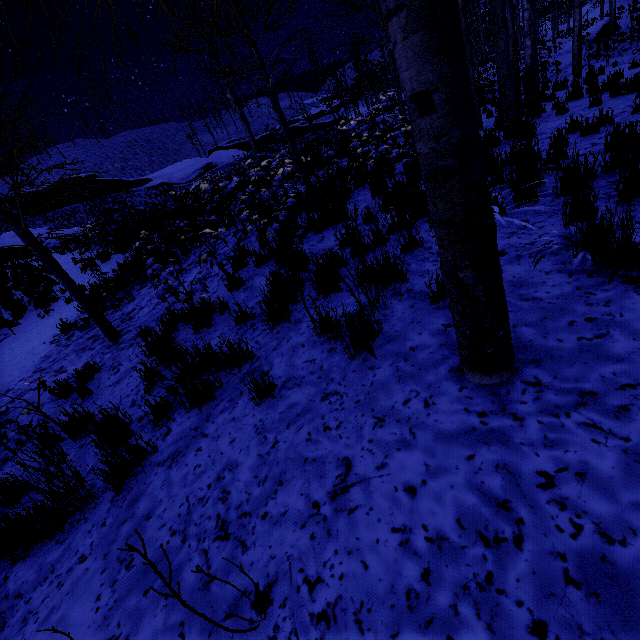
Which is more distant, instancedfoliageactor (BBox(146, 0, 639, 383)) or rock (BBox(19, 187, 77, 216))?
rock (BBox(19, 187, 77, 216))

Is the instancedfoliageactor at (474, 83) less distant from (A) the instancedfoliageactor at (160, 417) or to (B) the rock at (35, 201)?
(A) the instancedfoliageactor at (160, 417)

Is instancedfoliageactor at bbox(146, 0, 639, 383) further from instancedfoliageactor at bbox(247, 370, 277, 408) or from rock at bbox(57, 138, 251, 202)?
rock at bbox(57, 138, 251, 202)

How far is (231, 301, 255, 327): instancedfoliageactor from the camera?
4.10m

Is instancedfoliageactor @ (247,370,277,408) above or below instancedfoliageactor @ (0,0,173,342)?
below

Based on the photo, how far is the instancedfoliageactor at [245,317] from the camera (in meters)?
4.10

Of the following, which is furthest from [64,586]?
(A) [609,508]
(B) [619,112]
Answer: (B) [619,112]

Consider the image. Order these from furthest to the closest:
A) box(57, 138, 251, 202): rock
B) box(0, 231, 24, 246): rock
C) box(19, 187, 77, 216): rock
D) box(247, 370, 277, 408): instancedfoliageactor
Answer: box(57, 138, 251, 202): rock
box(19, 187, 77, 216): rock
box(0, 231, 24, 246): rock
box(247, 370, 277, 408): instancedfoliageactor
